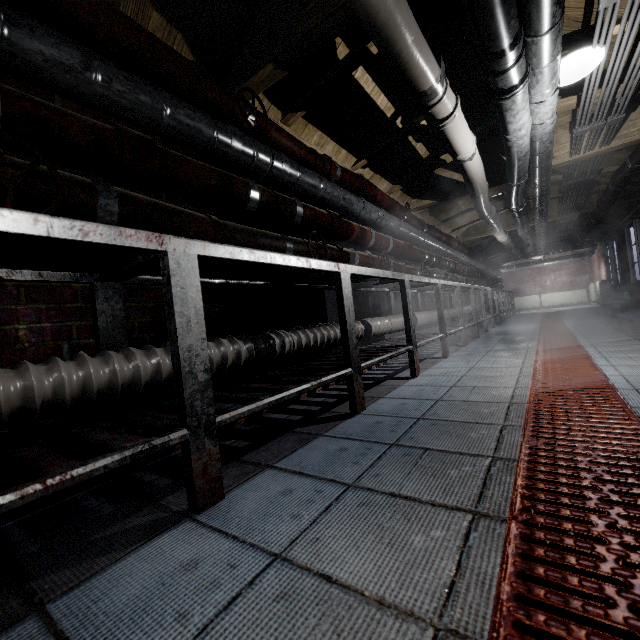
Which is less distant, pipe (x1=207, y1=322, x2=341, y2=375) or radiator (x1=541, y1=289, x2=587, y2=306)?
pipe (x1=207, y1=322, x2=341, y2=375)

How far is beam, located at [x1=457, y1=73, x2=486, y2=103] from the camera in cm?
254

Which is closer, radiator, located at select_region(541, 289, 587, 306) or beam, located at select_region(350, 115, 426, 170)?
beam, located at select_region(350, 115, 426, 170)

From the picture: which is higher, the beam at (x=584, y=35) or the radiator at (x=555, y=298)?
the beam at (x=584, y=35)

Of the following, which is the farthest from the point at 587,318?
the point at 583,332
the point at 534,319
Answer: the point at 583,332

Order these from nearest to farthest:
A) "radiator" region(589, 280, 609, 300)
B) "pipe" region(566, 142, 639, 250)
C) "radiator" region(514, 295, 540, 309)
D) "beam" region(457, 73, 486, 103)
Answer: "beam" region(457, 73, 486, 103)
"pipe" region(566, 142, 639, 250)
"radiator" region(589, 280, 609, 300)
"radiator" region(514, 295, 540, 309)

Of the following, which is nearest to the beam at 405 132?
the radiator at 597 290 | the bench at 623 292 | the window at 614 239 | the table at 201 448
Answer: the table at 201 448

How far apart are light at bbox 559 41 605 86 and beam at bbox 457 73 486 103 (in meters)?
0.24
